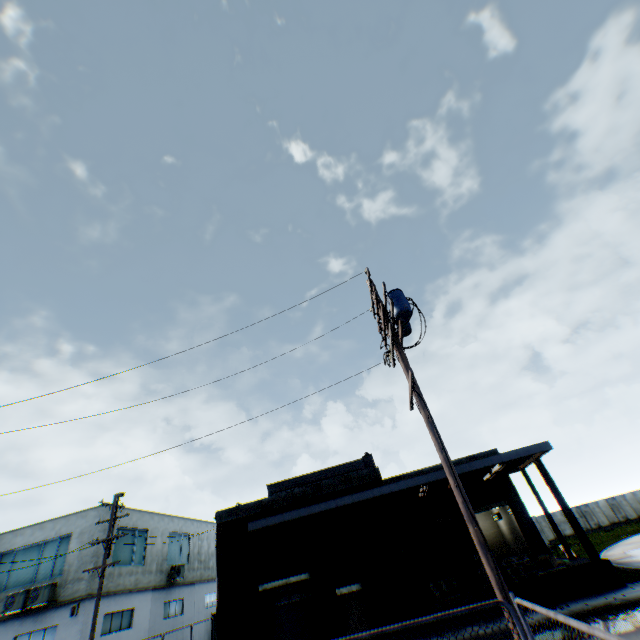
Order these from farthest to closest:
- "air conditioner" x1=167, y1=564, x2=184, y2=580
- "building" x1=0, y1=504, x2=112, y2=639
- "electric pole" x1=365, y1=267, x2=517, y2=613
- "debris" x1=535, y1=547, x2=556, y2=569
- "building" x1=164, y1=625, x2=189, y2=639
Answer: "air conditioner" x1=167, y1=564, x2=184, y2=580, "building" x1=164, y1=625, x2=189, y2=639, "building" x1=0, y1=504, x2=112, y2=639, "debris" x1=535, y1=547, x2=556, y2=569, "electric pole" x1=365, y1=267, x2=517, y2=613

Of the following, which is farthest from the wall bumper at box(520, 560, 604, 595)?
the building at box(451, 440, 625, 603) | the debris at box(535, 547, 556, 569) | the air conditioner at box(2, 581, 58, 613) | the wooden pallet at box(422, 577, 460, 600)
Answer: the air conditioner at box(2, 581, 58, 613)

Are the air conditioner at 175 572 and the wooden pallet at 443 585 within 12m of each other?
no

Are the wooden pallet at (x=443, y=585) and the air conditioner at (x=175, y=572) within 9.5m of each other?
no

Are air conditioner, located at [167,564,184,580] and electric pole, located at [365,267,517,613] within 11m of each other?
no

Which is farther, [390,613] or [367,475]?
[367,475]

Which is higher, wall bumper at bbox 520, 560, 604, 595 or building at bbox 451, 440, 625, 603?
building at bbox 451, 440, 625, 603

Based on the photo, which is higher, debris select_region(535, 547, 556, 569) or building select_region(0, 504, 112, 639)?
building select_region(0, 504, 112, 639)
